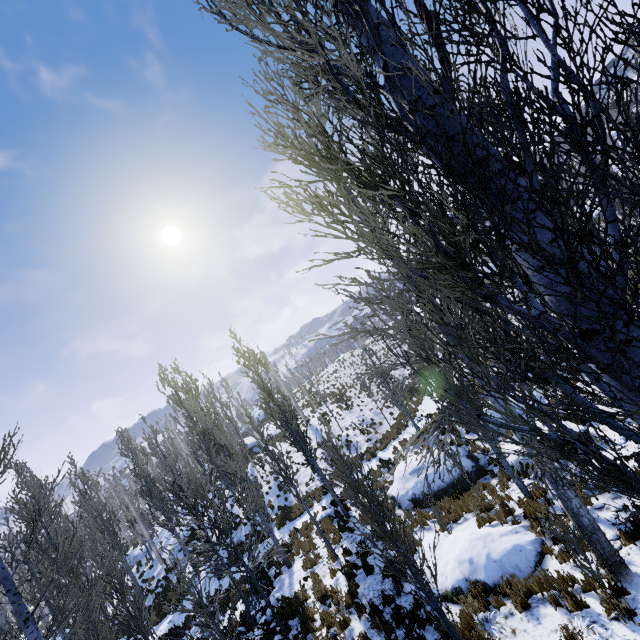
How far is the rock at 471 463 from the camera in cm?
1263

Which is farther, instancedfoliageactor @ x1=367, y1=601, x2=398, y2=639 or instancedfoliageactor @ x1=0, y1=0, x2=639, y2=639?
instancedfoliageactor @ x1=367, y1=601, x2=398, y2=639

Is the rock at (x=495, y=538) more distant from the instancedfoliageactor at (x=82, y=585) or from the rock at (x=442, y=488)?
the rock at (x=442, y=488)

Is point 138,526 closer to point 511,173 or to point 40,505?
point 40,505

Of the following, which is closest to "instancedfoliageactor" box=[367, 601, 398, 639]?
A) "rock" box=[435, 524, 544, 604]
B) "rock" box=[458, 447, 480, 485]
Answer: "rock" box=[435, 524, 544, 604]

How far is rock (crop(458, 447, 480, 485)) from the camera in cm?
1263
